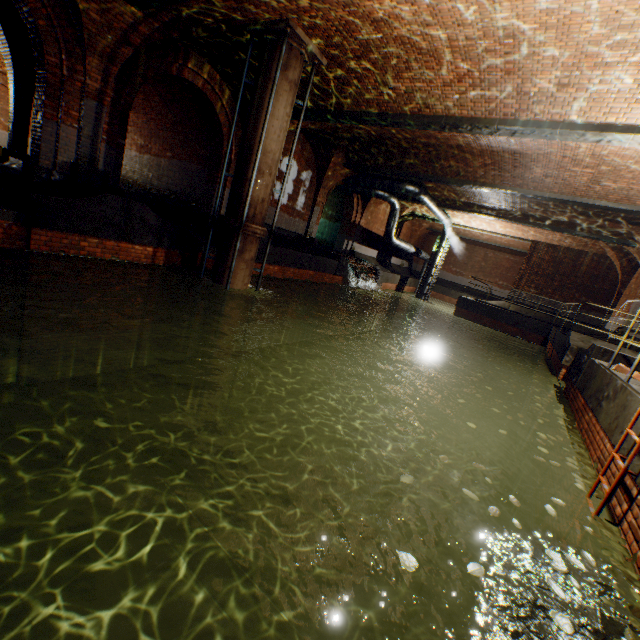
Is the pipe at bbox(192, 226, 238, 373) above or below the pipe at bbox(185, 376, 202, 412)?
above

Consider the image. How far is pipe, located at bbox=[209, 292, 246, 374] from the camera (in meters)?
8.63

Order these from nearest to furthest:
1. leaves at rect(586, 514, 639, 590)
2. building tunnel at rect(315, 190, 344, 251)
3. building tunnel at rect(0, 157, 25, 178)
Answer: leaves at rect(586, 514, 639, 590)
building tunnel at rect(0, 157, 25, 178)
building tunnel at rect(315, 190, 344, 251)

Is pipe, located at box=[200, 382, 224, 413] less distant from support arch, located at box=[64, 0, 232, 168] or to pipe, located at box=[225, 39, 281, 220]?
pipe, located at box=[225, 39, 281, 220]

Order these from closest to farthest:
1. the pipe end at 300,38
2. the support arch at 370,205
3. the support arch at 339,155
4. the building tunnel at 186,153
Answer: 1. the pipe end at 300,38
2. the building tunnel at 186,153
3. the support arch at 339,155
4. the support arch at 370,205

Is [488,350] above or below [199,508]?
above

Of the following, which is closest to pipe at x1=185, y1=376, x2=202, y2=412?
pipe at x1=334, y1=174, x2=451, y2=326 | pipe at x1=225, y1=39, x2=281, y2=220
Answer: pipe at x1=225, y1=39, x2=281, y2=220

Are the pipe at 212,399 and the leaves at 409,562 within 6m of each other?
no
